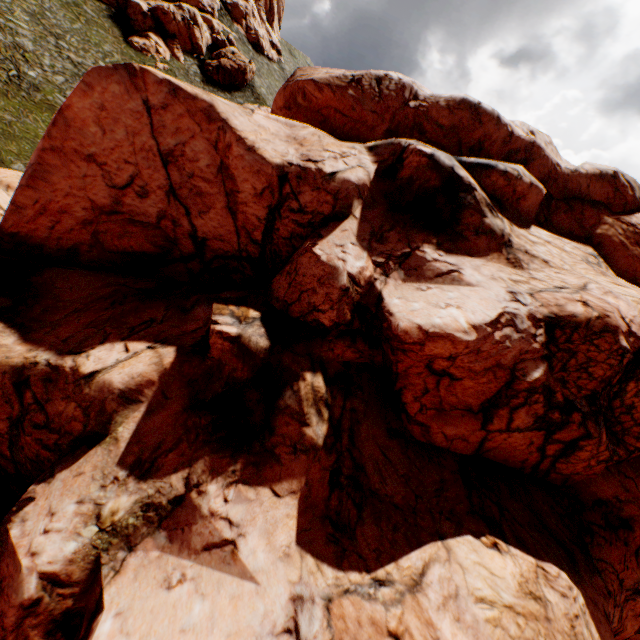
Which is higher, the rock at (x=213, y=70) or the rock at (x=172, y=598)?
the rock at (x=213, y=70)

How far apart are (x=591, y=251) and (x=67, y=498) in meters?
32.1

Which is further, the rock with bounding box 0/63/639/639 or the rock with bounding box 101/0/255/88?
the rock with bounding box 101/0/255/88

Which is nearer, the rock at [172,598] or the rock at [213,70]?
the rock at [172,598]

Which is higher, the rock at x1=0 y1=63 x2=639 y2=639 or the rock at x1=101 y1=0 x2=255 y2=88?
the rock at x1=101 y1=0 x2=255 y2=88
